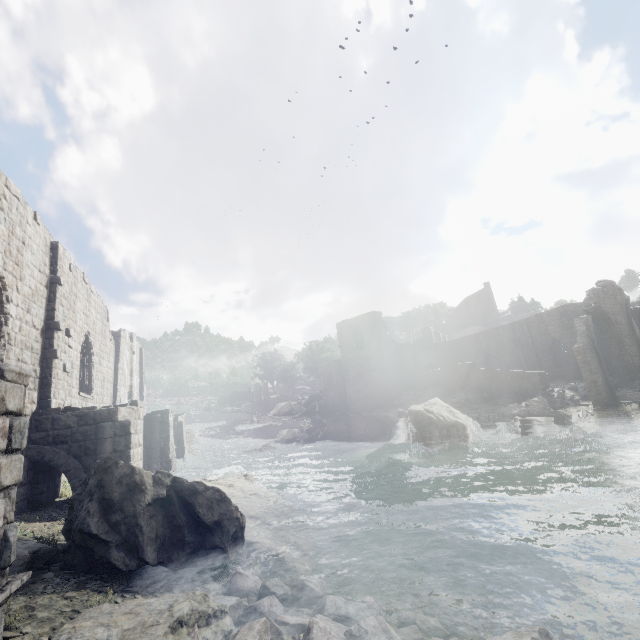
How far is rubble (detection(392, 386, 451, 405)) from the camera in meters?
32.4

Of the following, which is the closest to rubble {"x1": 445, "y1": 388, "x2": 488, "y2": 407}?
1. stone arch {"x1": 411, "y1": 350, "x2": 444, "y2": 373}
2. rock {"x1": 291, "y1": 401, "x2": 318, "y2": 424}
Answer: stone arch {"x1": 411, "y1": 350, "x2": 444, "y2": 373}

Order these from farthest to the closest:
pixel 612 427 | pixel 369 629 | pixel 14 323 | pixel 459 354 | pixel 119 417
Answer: pixel 459 354, pixel 612 427, pixel 119 417, pixel 14 323, pixel 369 629

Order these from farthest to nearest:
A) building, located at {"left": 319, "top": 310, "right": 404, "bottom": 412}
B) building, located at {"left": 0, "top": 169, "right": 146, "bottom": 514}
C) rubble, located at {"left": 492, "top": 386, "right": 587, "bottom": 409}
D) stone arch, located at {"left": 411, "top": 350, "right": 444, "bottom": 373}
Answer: stone arch, located at {"left": 411, "top": 350, "right": 444, "bottom": 373}
building, located at {"left": 319, "top": 310, "right": 404, "bottom": 412}
rubble, located at {"left": 492, "top": 386, "right": 587, "bottom": 409}
building, located at {"left": 0, "top": 169, "right": 146, "bottom": 514}

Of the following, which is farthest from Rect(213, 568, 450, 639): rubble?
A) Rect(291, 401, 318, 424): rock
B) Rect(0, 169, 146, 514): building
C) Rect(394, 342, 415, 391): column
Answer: Rect(291, 401, 318, 424): rock

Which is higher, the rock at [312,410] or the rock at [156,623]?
the rock at [312,410]

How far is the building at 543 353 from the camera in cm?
3073

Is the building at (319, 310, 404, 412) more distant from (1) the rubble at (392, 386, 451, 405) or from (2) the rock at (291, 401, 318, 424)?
(2) the rock at (291, 401, 318, 424)
